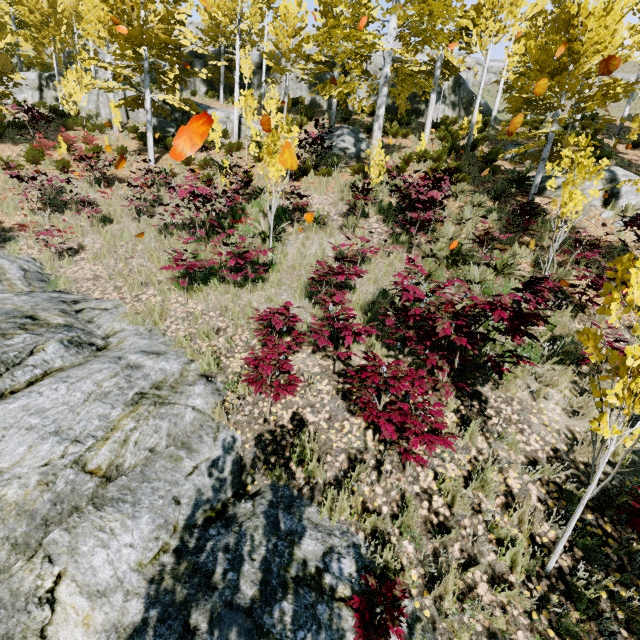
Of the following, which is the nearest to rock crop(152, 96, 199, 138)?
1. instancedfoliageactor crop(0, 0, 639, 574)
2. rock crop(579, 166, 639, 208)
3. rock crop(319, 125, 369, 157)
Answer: instancedfoliageactor crop(0, 0, 639, 574)

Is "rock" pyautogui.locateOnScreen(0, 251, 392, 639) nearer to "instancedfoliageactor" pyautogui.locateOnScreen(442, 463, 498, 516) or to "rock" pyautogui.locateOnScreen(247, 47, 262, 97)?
"instancedfoliageactor" pyautogui.locateOnScreen(442, 463, 498, 516)

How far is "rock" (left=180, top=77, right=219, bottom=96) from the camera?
25.1 meters

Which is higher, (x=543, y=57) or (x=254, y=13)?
(x=254, y=13)

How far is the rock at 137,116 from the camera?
18.6m

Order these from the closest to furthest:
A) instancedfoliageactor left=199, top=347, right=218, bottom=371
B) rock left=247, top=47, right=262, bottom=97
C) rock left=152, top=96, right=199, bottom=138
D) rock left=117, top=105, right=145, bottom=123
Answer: →
1. instancedfoliageactor left=199, top=347, right=218, bottom=371
2. rock left=152, top=96, right=199, bottom=138
3. rock left=117, top=105, right=145, bottom=123
4. rock left=247, top=47, right=262, bottom=97

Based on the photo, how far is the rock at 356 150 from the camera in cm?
1459

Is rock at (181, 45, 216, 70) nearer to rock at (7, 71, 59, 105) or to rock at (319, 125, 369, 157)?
rock at (7, 71, 59, 105)
